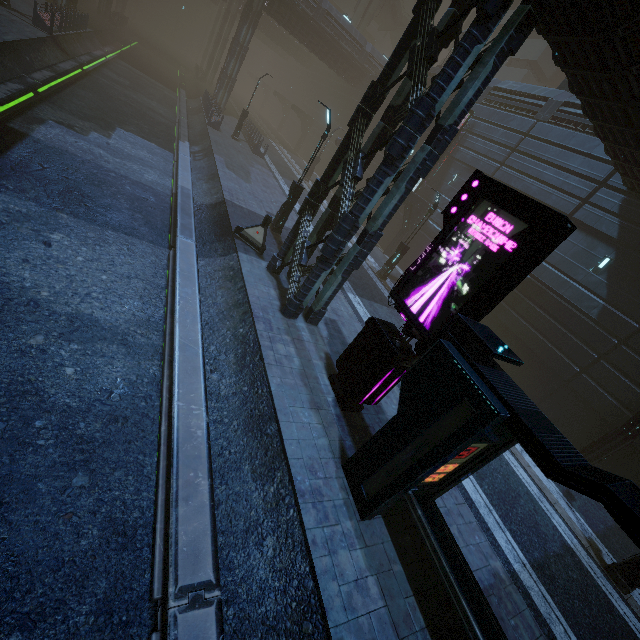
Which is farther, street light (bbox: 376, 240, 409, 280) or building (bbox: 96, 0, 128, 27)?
building (bbox: 96, 0, 128, 27)

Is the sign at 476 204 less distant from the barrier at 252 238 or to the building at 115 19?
the building at 115 19

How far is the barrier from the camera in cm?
1275

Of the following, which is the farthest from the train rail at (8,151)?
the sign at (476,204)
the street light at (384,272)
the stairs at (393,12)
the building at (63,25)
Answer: the stairs at (393,12)

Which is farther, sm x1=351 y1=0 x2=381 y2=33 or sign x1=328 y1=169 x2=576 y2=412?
sm x1=351 y1=0 x2=381 y2=33

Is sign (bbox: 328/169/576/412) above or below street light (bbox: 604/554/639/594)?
above

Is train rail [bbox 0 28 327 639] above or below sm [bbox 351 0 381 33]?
below

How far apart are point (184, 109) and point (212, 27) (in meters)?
46.06
